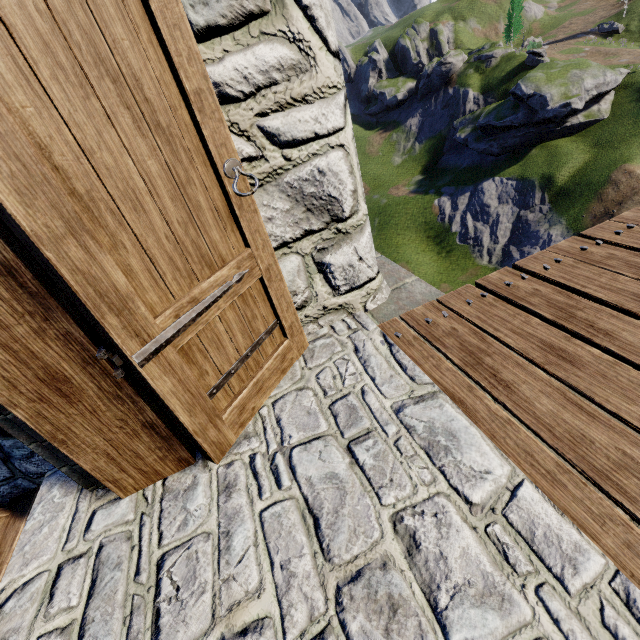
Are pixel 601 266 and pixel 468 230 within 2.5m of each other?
no
